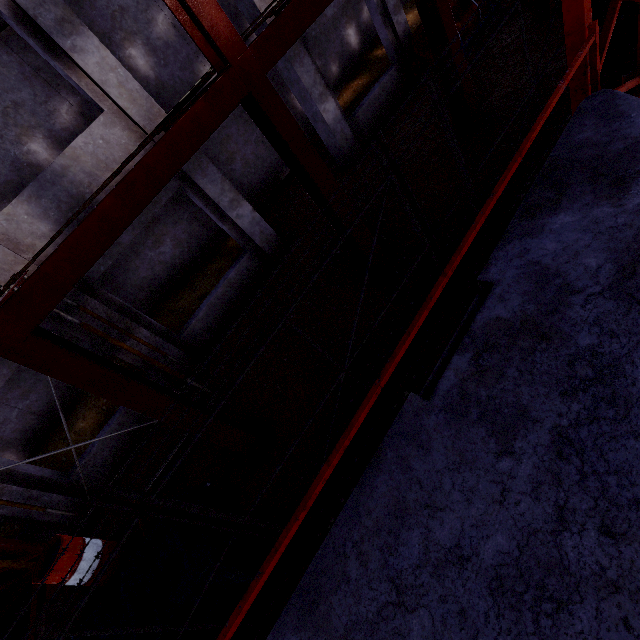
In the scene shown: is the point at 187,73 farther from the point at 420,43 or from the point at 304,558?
the point at 304,558

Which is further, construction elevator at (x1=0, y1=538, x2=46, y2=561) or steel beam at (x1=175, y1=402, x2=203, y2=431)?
construction elevator at (x1=0, y1=538, x2=46, y2=561)

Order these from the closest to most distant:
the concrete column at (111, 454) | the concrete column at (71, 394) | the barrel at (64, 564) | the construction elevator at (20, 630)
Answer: the barrel at (64, 564) → the construction elevator at (20, 630) → the concrete column at (111, 454) → the concrete column at (71, 394)

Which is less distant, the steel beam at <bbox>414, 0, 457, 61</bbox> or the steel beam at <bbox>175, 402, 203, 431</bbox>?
the steel beam at <bbox>175, 402, 203, 431</bbox>

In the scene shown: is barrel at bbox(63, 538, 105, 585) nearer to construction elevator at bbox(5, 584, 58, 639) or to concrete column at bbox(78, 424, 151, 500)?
construction elevator at bbox(5, 584, 58, 639)

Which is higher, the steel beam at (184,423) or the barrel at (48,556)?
the barrel at (48,556)

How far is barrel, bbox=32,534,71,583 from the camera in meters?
4.3

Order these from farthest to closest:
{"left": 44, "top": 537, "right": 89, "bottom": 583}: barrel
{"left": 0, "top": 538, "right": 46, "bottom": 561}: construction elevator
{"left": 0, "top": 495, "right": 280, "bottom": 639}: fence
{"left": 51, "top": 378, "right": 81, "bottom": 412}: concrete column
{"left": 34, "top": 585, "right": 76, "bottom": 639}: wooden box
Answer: {"left": 51, "top": 378, "right": 81, "bottom": 412}: concrete column < {"left": 0, "top": 538, "right": 46, "bottom": 561}: construction elevator < {"left": 34, "top": 585, "right": 76, "bottom": 639}: wooden box < {"left": 44, "top": 537, "right": 89, "bottom": 583}: barrel < {"left": 0, "top": 495, "right": 280, "bottom": 639}: fence
